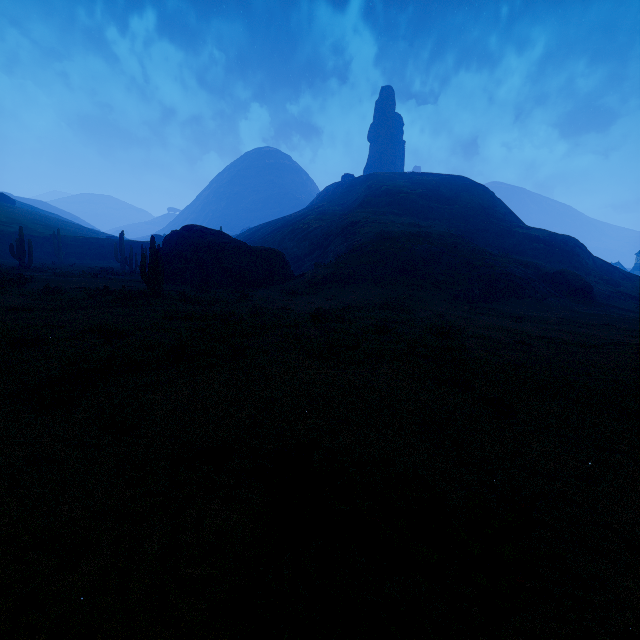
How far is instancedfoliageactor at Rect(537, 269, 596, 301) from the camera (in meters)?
30.70

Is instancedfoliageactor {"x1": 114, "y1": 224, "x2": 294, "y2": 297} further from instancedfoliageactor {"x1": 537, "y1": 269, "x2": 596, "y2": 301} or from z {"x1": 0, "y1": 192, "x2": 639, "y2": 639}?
instancedfoliageactor {"x1": 537, "y1": 269, "x2": 596, "y2": 301}

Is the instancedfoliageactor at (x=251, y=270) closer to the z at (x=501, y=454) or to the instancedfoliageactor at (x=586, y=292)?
the z at (x=501, y=454)

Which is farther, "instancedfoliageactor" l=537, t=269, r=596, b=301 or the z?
"instancedfoliageactor" l=537, t=269, r=596, b=301

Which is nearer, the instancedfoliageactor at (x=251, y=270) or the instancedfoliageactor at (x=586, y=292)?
the instancedfoliageactor at (x=251, y=270)

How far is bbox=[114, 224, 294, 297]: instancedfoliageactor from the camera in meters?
15.9 m

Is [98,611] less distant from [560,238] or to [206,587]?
[206,587]
